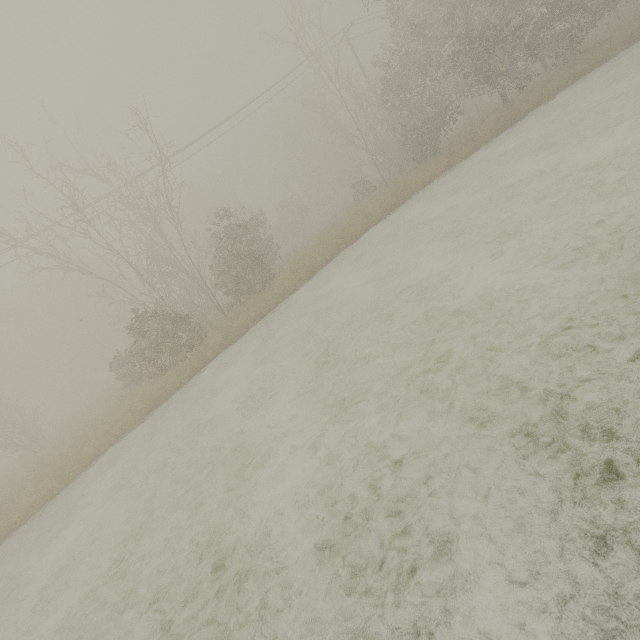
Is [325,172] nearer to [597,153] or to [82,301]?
[82,301]
